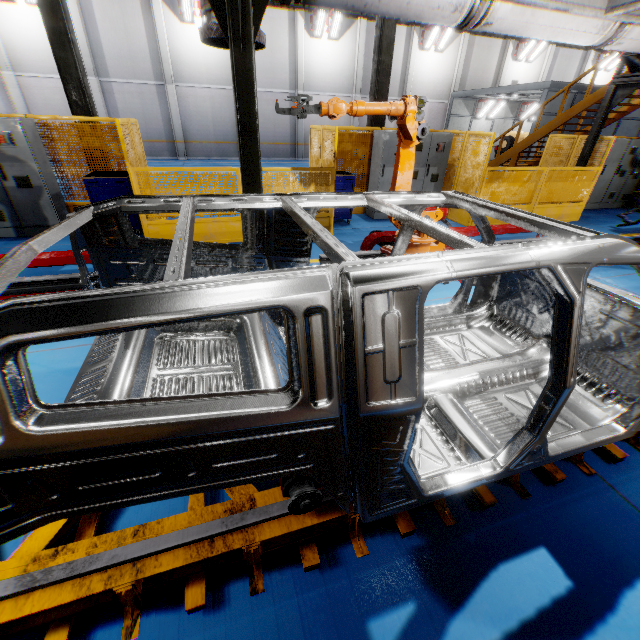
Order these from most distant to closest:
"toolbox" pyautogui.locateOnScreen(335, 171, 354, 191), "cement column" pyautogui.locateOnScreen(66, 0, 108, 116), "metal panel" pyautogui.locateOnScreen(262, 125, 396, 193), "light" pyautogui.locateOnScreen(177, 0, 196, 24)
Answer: "light" pyautogui.locateOnScreen(177, 0, 196, 24)
"cement column" pyautogui.locateOnScreen(66, 0, 108, 116)
"toolbox" pyautogui.locateOnScreen(335, 171, 354, 191)
"metal panel" pyautogui.locateOnScreen(262, 125, 396, 193)

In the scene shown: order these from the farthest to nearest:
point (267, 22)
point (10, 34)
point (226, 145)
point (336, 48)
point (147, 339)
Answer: point (226, 145), point (336, 48), point (267, 22), point (10, 34), point (147, 339)

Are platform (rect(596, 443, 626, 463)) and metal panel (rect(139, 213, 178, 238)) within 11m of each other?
yes

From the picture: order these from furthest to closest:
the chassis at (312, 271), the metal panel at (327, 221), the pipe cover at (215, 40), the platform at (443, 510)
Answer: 1. the metal panel at (327, 221)
2. the pipe cover at (215, 40)
3. the platform at (443, 510)
4. the chassis at (312, 271)

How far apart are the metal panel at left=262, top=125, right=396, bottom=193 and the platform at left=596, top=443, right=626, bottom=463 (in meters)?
4.56

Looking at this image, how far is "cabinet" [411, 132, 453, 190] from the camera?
8.5 meters

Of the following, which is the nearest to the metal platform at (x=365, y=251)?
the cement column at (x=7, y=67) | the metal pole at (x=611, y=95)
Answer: the metal pole at (x=611, y=95)

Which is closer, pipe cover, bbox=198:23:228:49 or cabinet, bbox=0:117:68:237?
pipe cover, bbox=198:23:228:49
